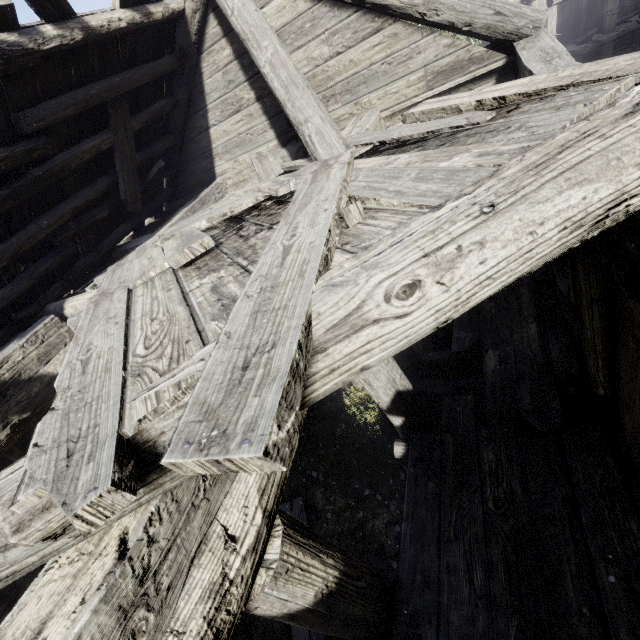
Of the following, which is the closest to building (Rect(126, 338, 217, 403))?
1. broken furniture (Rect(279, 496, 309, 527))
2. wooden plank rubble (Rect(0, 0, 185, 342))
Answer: wooden plank rubble (Rect(0, 0, 185, 342))

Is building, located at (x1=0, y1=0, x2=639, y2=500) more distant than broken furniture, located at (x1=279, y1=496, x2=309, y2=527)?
No

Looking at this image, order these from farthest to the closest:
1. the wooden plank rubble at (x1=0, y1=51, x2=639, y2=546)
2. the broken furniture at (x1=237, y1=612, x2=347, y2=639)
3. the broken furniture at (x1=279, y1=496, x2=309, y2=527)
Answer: the broken furniture at (x1=279, y1=496, x2=309, y2=527) → the broken furniture at (x1=237, y1=612, x2=347, y2=639) → the wooden plank rubble at (x1=0, y1=51, x2=639, y2=546)

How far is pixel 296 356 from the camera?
1.0m

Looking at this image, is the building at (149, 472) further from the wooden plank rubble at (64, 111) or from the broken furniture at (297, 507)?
the broken furniture at (297, 507)

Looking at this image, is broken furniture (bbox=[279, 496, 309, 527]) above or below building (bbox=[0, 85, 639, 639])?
below

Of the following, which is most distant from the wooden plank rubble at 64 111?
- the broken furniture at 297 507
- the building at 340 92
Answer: the broken furniture at 297 507
